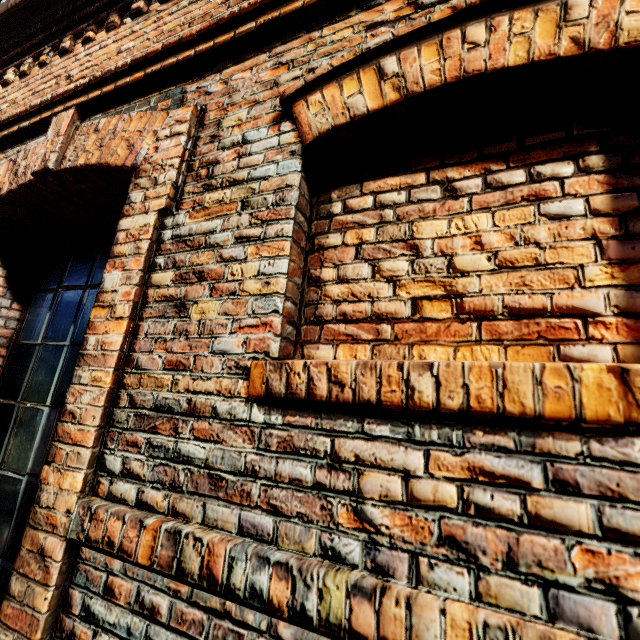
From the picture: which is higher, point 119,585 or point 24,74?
point 24,74
